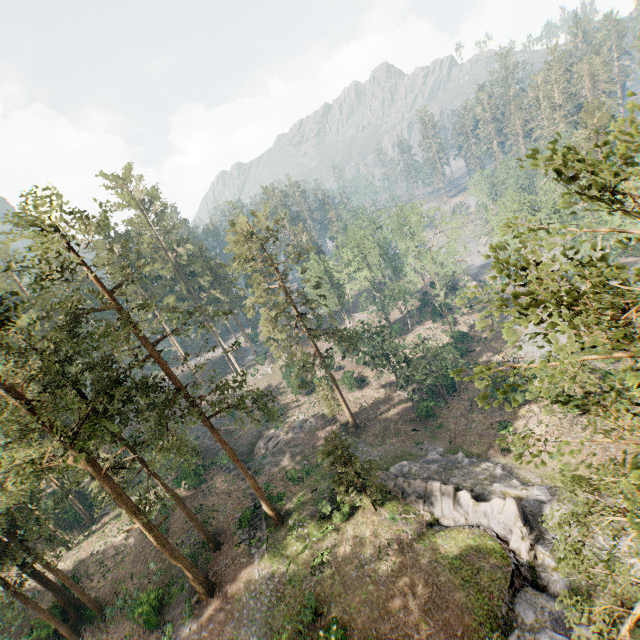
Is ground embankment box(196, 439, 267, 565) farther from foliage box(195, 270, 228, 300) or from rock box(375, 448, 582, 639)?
rock box(375, 448, 582, 639)

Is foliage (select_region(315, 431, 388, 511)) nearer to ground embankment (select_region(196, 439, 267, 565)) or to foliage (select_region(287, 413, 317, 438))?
ground embankment (select_region(196, 439, 267, 565))

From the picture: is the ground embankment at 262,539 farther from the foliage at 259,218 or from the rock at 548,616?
the rock at 548,616

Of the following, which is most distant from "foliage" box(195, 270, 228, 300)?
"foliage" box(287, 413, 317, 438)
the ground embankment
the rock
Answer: "foliage" box(287, 413, 317, 438)

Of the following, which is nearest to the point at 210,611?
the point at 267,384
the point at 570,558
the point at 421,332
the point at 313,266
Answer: the point at 570,558

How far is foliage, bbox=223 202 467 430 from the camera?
30.5 meters
